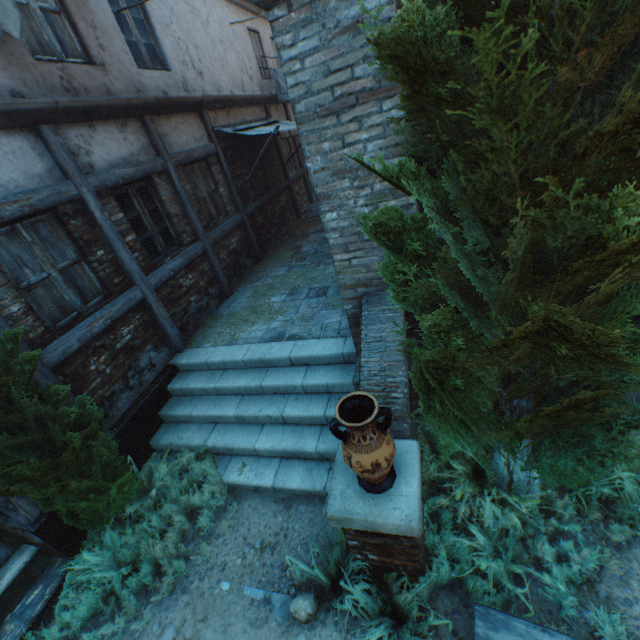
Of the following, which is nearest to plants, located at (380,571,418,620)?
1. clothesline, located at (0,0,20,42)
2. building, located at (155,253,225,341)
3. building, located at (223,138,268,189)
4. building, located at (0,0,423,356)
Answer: building, located at (0,0,423,356)

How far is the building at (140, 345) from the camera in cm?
444

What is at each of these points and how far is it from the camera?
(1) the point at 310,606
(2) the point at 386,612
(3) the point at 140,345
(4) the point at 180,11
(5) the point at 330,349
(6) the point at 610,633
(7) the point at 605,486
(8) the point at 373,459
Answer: (1) rocks, 2.95m
(2) grass clump, 2.66m
(3) building, 5.27m
(4) building, 6.98m
(5) stairs, 4.84m
(6) plants, 2.42m
(7) plants, 2.96m
(8) ceramic pot, 2.15m

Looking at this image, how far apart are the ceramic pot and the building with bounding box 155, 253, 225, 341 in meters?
4.6

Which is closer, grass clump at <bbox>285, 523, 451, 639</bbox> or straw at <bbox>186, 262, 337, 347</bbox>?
grass clump at <bbox>285, 523, 451, 639</bbox>

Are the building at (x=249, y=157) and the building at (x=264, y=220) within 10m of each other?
yes

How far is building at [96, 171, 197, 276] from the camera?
5.2 meters

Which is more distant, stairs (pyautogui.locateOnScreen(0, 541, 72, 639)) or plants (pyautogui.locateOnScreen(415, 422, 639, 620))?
stairs (pyautogui.locateOnScreen(0, 541, 72, 639))
